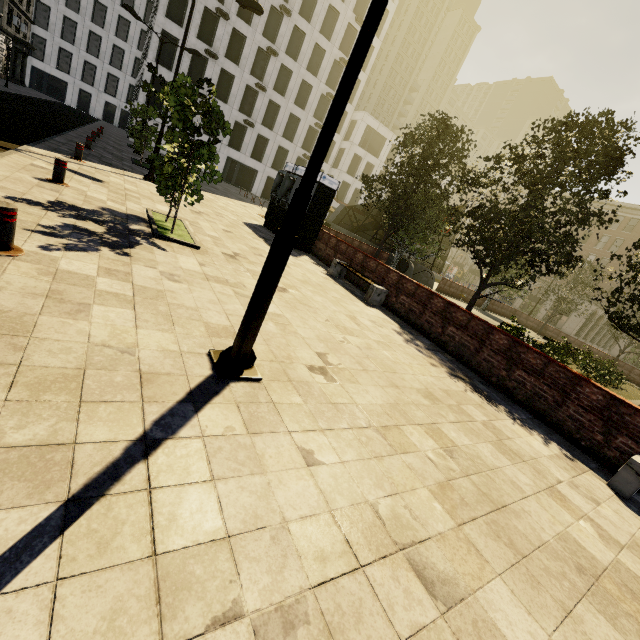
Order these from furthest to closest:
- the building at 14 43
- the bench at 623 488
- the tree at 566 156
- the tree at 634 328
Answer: the building at 14 43
the tree at 566 156
the tree at 634 328
the bench at 623 488

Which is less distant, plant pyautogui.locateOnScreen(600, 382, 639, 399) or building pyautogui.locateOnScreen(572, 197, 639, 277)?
plant pyautogui.locateOnScreen(600, 382, 639, 399)

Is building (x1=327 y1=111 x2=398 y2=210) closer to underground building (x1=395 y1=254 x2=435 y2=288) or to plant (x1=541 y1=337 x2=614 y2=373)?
underground building (x1=395 y1=254 x2=435 y2=288)

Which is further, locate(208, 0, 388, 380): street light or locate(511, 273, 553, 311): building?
locate(511, 273, 553, 311): building

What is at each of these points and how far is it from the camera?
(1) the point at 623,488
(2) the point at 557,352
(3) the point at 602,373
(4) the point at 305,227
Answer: (1) bench, 5.1 meters
(2) plant, 15.9 meters
(3) tree, 15.6 meters
(4) atm, 14.0 meters

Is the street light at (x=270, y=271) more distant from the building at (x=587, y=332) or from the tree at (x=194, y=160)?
the building at (x=587, y=332)

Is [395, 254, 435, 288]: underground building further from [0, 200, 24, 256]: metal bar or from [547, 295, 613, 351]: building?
[547, 295, 613, 351]: building

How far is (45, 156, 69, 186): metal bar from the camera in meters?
7.4
